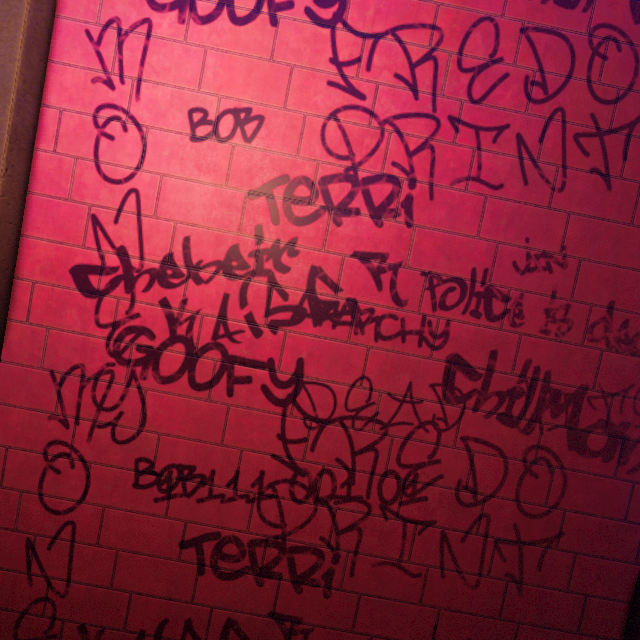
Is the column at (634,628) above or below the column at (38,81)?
below

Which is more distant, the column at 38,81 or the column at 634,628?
the column at 634,628

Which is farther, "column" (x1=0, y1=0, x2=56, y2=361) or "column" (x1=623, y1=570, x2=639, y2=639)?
"column" (x1=623, y1=570, x2=639, y2=639)

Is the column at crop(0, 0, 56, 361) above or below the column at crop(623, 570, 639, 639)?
above

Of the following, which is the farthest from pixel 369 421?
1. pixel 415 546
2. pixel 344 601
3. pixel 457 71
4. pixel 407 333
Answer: pixel 457 71
